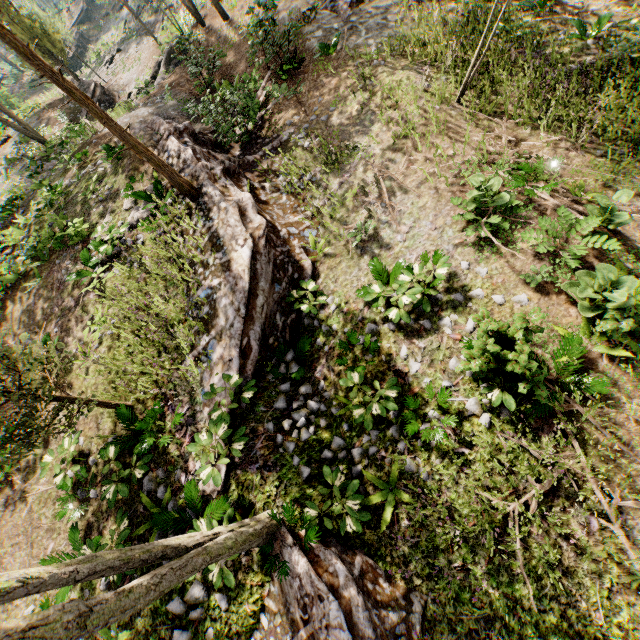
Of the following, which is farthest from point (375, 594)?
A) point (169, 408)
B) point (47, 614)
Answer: point (169, 408)

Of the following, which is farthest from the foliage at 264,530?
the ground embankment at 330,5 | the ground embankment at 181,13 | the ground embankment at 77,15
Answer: the ground embankment at 77,15

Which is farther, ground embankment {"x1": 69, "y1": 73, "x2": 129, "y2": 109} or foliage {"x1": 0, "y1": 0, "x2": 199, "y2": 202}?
ground embankment {"x1": 69, "y1": 73, "x2": 129, "y2": 109}

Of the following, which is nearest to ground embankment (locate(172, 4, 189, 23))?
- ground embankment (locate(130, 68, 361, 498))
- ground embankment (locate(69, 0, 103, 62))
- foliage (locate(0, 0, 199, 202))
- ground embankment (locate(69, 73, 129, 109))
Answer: foliage (locate(0, 0, 199, 202))

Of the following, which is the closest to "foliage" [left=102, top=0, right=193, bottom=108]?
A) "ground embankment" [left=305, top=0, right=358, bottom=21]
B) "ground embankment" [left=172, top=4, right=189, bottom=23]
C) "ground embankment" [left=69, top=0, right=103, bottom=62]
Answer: "ground embankment" [left=172, top=4, right=189, bottom=23]

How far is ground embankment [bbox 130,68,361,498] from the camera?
7.9 meters

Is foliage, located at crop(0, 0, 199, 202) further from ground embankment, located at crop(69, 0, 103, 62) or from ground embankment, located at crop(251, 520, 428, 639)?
ground embankment, located at crop(69, 0, 103, 62)

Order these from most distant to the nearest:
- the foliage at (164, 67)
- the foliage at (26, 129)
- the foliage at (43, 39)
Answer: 1. the foliage at (26, 129)
2. the foliage at (164, 67)
3. the foliage at (43, 39)
